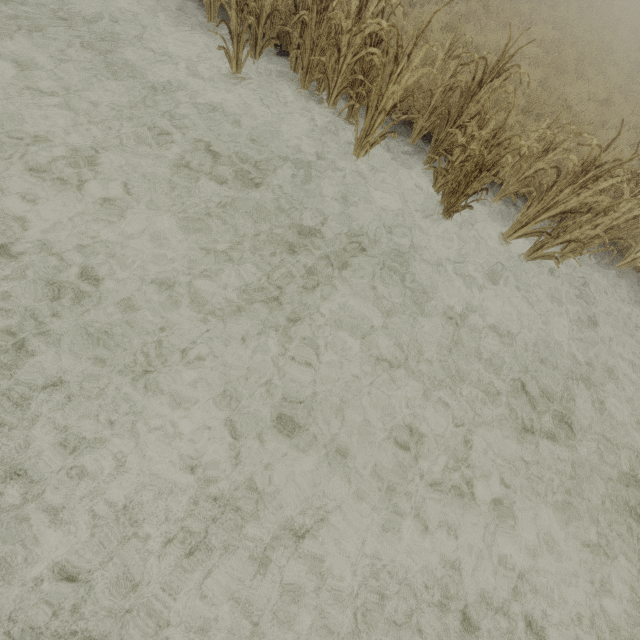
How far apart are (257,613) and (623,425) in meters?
5.4

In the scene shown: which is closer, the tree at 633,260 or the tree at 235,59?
the tree at 235,59

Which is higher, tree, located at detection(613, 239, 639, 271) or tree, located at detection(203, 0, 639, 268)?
tree, located at detection(203, 0, 639, 268)

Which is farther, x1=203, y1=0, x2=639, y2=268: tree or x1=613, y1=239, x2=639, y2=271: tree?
x1=613, y1=239, x2=639, y2=271: tree

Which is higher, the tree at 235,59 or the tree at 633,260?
the tree at 235,59
